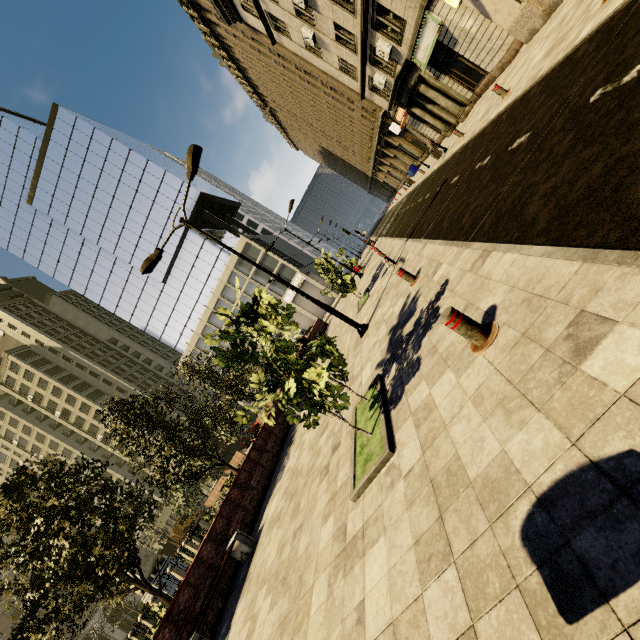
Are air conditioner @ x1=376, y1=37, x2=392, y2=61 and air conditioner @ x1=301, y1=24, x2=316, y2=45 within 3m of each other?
no

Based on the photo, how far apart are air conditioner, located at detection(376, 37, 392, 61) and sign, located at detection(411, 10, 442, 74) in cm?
128

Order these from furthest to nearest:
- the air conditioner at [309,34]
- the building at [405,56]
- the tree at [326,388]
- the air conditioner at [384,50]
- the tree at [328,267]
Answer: the air conditioner at [309,34] < the air conditioner at [384,50] < the tree at [328,267] < the building at [405,56] < the tree at [326,388]

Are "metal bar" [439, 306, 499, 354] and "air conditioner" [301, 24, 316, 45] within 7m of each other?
no

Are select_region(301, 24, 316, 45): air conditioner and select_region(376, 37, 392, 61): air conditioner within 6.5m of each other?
yes

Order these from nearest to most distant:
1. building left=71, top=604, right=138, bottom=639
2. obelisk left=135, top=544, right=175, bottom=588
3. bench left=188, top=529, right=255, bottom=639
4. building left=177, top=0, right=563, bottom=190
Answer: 1. bench left=188, top=529, right=255, bottom=639
2. building left=177, top=0, right=563, bottom=190
3. obelisk left=135, top=544, right=175, bottom=588
4. building left=71, top=604, right=138, bottom=639

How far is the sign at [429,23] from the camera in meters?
15.0

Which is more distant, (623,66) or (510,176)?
(510,176)
